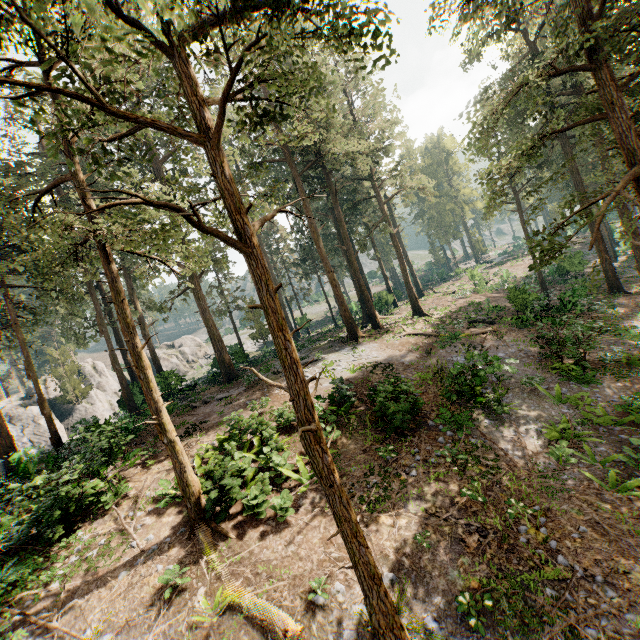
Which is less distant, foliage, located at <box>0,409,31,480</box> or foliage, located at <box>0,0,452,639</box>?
foliage, located at <box>0,0,452,639</box>

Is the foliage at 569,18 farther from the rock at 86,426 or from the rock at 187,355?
the rock at 187,355

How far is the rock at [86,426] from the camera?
19.4m

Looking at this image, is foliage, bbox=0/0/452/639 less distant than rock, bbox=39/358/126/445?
Yes

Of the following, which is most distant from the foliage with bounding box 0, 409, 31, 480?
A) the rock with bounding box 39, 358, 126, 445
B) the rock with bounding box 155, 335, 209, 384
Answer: the rock with bounding box 155, 335, 209, 384

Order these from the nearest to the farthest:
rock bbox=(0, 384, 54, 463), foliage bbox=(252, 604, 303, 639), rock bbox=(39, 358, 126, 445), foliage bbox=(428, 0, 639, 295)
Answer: foliage bbox=(252, 604, 303, 639)
foliage bbox=(428, 0, 639, 295)
rock bbox=(39, 358, 126, 445)
rock bbox=(0, 384, 54, 463)

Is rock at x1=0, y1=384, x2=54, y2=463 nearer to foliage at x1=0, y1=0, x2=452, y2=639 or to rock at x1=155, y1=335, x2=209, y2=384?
foliage at x1=0, y1=0, x2=452, y2=639

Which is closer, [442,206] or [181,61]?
[181,61]
